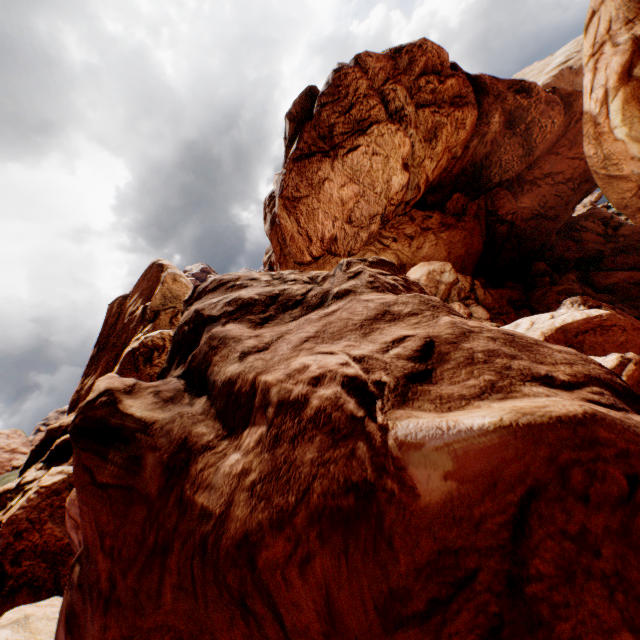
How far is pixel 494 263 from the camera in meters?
37.9
